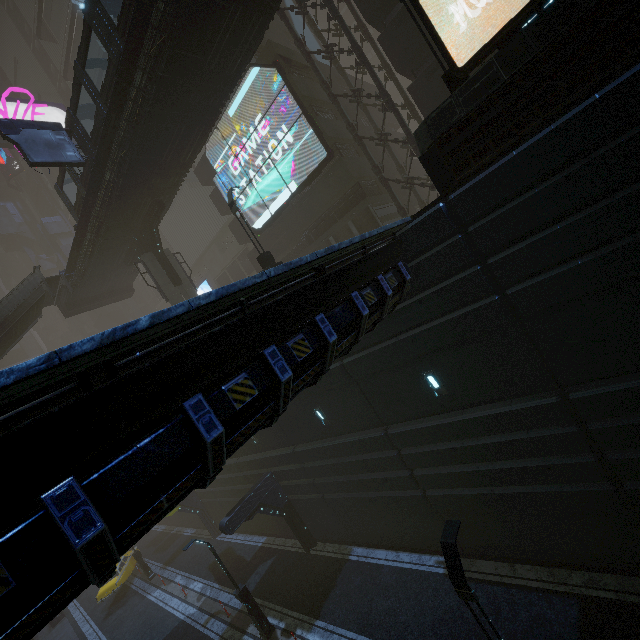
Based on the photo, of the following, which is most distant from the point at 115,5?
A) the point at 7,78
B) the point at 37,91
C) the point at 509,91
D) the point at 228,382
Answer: the point at 7,78

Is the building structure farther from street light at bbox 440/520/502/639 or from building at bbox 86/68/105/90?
street light at bbox 440/520/502/639

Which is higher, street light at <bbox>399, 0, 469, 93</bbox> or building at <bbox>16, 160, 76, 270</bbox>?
building at <bbox>16, 160, 76, 270</bbox>

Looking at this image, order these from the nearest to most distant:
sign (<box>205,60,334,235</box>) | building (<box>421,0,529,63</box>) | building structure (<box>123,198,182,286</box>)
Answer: building (<box>421,0,529,63</box>) → sign (<box>205,60,334,235</box>) → building structure (<box>123,198,182,286</box>)

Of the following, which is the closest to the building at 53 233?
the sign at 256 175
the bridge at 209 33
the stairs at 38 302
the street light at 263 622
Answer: the sign at 256 175

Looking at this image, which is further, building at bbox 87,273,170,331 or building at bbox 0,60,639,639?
building at bbox 87,273,170,331

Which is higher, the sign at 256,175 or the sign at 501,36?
the sign at 256,175

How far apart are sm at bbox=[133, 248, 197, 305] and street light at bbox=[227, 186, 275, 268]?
9.38m
